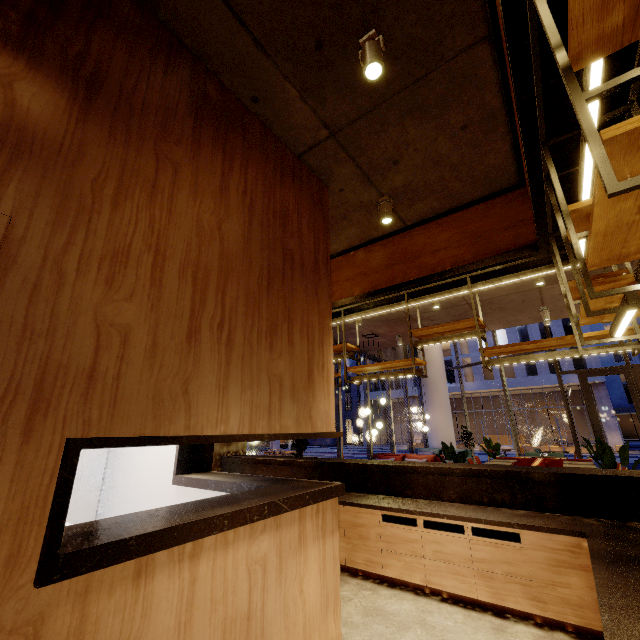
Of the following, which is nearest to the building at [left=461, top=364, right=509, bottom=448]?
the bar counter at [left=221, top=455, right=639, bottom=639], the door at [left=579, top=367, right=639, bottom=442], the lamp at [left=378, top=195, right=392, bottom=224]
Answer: the door at [left=579, top=367, right=639, bottom=442]

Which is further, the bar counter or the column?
the column

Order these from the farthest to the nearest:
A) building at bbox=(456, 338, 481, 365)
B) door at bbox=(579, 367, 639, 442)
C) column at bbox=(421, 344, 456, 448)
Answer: building at bbox=(456, 338, 481, 365), column at bbox=(421, 344, 456, 448), door at bbox=(579, 367, 639, 442)

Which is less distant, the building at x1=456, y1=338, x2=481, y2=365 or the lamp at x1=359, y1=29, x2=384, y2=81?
the lamp at x1=359, y1=29, x2=384, y2=81

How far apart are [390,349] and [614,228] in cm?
1347

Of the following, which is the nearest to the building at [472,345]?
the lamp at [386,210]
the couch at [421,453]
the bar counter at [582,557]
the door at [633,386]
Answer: the door at [633,386]

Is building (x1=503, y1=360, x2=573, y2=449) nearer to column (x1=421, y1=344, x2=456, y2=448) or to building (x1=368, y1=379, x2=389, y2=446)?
building (x1=368, y1=379, x2=389, y2=446)

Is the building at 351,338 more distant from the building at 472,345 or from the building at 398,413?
the building at 398,413
